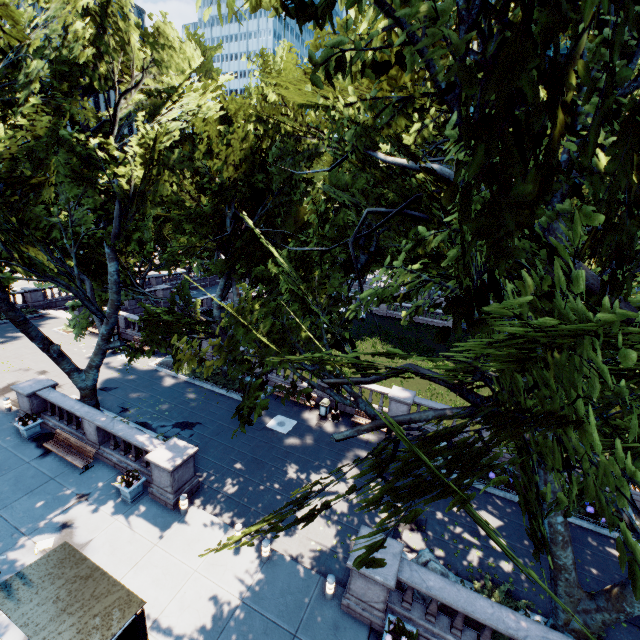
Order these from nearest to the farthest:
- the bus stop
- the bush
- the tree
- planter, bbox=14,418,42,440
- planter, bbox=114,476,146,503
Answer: the tree < the bus stop < the bush < planter, bbox=114,476,146,503 < planter, bbox=14,418,42,440

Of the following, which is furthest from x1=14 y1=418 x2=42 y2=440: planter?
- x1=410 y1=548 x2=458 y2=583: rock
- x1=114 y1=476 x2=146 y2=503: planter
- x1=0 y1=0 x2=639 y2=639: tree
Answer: x1=410 y1=548 x2=458 y2=583: rock

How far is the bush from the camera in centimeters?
1026cm

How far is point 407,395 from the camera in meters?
19.1 m

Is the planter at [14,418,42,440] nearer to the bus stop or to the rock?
the bus stop

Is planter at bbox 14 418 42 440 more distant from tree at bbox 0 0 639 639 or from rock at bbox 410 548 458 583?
rock at bbox 410 548 458 583

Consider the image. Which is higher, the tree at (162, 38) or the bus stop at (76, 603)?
the tree at (162, 38)

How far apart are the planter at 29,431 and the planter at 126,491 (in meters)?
6.66
